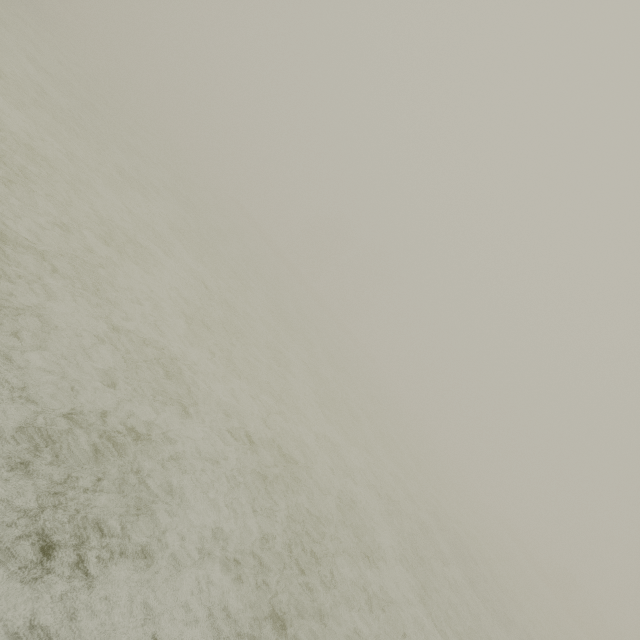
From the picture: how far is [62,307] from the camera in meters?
4.3 m
